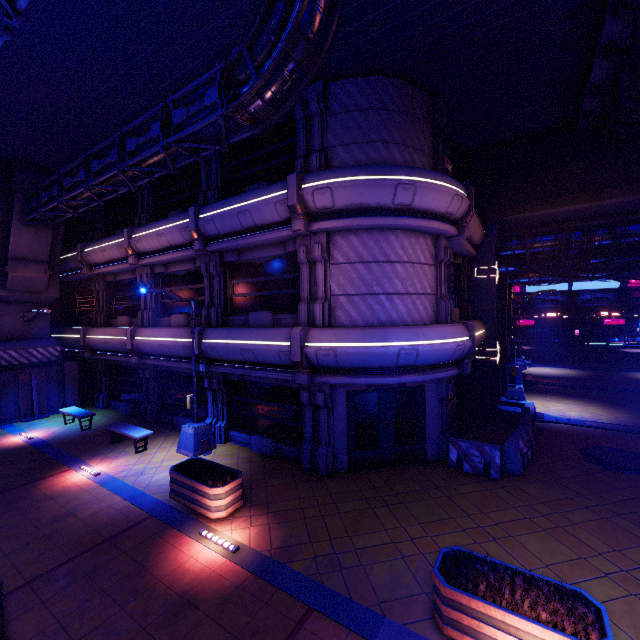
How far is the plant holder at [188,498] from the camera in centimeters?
799cm

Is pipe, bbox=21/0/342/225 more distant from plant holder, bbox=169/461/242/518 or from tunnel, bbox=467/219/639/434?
tunnel, bbox=467/219/639/434

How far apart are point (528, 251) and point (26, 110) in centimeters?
2269cm

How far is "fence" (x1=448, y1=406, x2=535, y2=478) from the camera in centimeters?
988cm

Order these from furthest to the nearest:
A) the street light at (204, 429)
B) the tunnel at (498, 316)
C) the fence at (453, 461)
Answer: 1. the tunnel at (498, 316)
2. the street light at (204, 429)
3. the fence at (453, 461)

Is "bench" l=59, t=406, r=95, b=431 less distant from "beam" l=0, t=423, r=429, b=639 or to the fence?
"beam" l=0, t=423, r=429, b=639

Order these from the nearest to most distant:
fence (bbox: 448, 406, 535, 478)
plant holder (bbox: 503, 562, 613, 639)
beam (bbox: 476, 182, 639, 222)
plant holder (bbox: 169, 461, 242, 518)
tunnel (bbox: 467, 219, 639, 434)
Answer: plant holder (bbox: 503, 562, 613, 639) → plant holder (bbox: 169, 461, 242, 518) → fence (bbox: 448, 406, 535, 478) → beam (bbox: 476, 182, 639, 222) → tunnel (bbox: 467, 219, 639, 434)

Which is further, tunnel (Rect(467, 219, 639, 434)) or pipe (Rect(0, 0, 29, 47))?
tunnel (Rect(467, 219, 639, 434))
